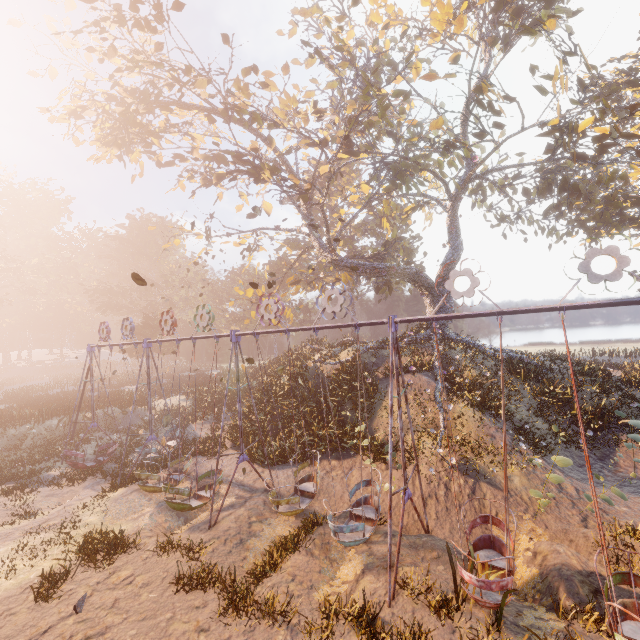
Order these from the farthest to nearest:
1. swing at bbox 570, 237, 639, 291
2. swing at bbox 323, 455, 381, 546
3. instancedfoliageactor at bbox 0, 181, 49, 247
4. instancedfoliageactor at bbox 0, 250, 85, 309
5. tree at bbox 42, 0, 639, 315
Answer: instancedfoliageactor at bbox 0, 181, 49, 247, instancedfoliageactor at bbox 0, 250, 85, 309, tree at bbox 42, 0, 639, 315, swing at bbox 323, 455, 381, 546, swing at bbox 570, 237, 639, 291

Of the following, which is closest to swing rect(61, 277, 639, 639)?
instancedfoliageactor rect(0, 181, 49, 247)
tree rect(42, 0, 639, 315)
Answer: tree rect(42, 0, 639, 315)

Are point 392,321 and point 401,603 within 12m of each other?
yes

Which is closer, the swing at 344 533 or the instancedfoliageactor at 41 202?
the swing at 344 533

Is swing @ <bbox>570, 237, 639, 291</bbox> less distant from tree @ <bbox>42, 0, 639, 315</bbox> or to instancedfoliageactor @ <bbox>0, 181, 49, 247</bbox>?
tree @ <bbox>42, 0, 639, 315</bbox>

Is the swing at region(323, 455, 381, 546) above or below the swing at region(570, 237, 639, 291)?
below
